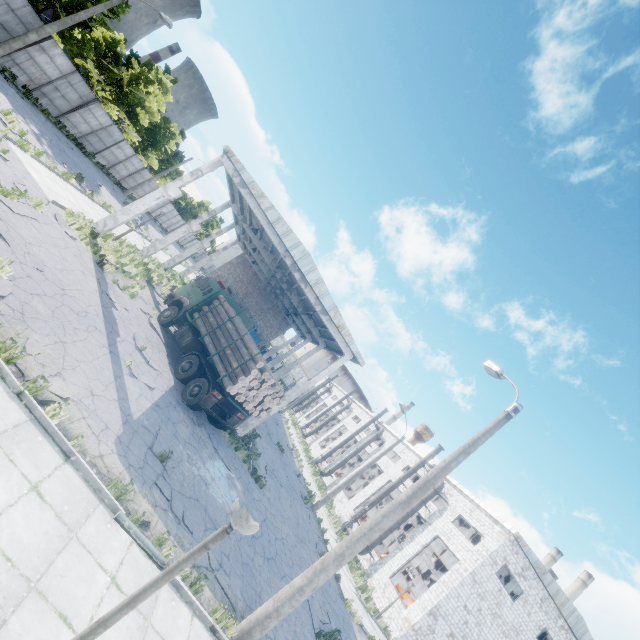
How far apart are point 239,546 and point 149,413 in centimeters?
505cm

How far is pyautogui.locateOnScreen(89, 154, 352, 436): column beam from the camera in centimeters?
1645cm

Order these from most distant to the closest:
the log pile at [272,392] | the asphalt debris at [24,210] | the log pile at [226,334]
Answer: the log pile at [226,334], the log pile at [272,392], the asphalt debris at [24,210]

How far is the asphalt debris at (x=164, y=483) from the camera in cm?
805

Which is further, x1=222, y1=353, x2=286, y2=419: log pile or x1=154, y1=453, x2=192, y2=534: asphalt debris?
x1=222, y1=353, x2=286, y2=419: log pile

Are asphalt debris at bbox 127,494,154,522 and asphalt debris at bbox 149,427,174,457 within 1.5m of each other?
yes

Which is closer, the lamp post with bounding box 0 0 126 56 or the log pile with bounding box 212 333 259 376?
the log pile with bounding box 212 333 259 376

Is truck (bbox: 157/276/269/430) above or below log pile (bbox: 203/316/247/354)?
below
